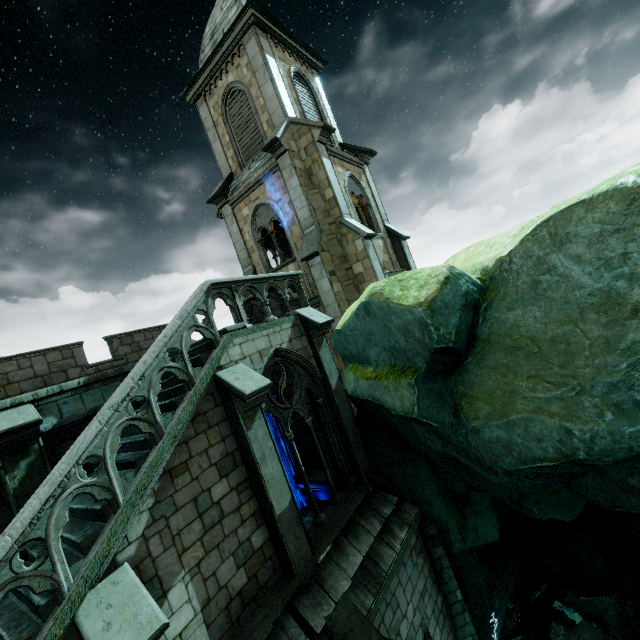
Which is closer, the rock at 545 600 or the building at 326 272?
the rock at 545 600

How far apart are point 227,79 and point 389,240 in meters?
Answer: 11.0 m

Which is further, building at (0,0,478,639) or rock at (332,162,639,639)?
building at (0,0,478,639)
